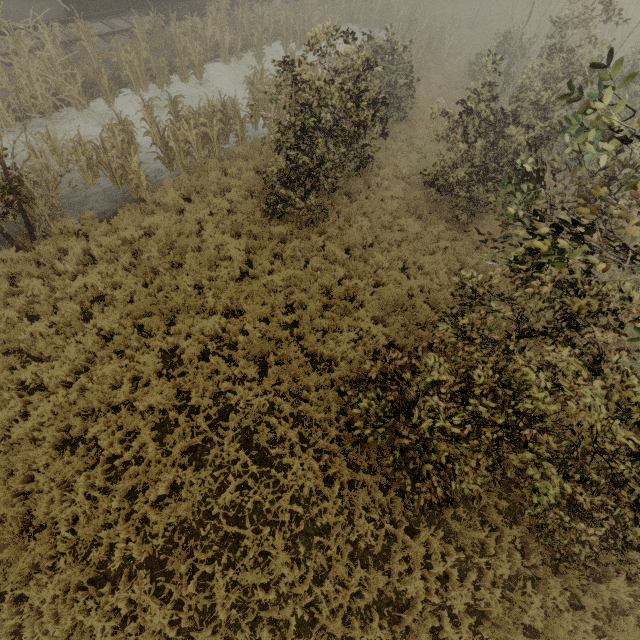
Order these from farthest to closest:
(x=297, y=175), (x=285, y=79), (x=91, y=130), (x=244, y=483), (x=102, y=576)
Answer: (x=91, y=130) < (x=297, y=175) < (x=285, y=79) < (x=244, y=483) < (x=102, y=576)

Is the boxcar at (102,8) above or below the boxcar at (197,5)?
above

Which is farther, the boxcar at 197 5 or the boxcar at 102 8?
the boxcar at 197 5

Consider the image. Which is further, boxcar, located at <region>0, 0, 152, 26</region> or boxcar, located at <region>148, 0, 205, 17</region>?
boxcar, located at <region>148, 0, 205, 17</region>

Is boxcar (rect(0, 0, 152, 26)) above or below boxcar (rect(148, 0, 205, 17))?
above
